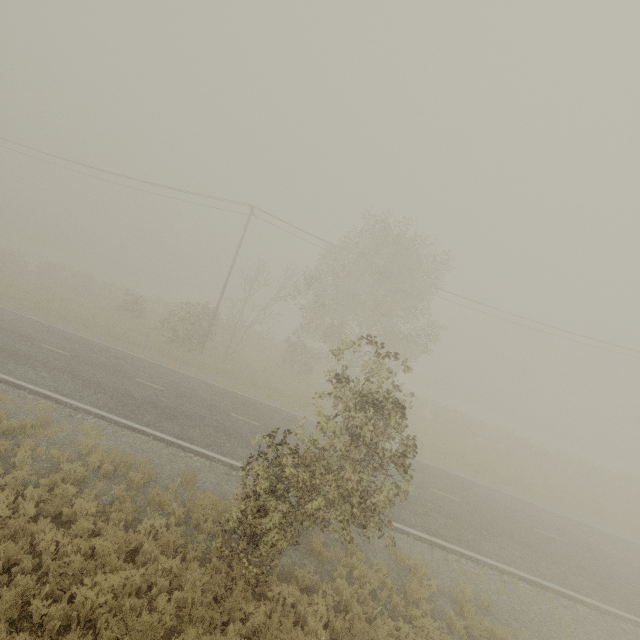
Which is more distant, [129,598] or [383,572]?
[383,572]
